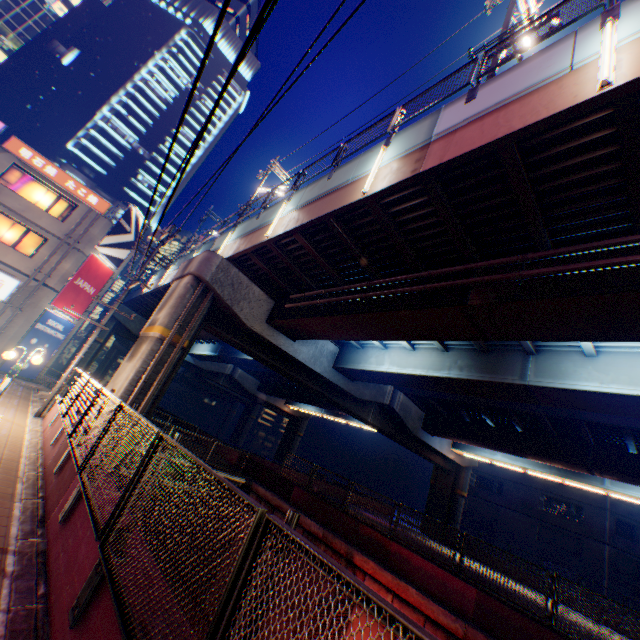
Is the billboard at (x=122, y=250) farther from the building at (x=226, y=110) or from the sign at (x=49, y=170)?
the building at (x=226, y=110)

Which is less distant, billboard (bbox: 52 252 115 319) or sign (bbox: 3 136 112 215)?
sign (bbox: 3 136 112 215)

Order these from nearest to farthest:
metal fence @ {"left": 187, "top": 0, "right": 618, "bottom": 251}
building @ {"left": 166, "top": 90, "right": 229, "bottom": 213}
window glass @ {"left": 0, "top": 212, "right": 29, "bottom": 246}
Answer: metal fence @ {"left": 187, "top": 0, "right": 618, "bottom": 251} < window glass @ {"left": 0, "top": 212, "right": 29, "bottom": 246} < building @ {"left": 166, "top": 90, "right": 229, "bottom": 213}

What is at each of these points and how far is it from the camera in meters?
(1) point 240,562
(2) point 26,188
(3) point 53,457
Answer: (1) metal fence, 1.9
(2) window glass, 20.4
(3) concrete block, 7.7

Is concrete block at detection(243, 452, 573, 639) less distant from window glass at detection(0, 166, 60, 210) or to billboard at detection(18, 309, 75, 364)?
billboard at detection(18, 309, 75, 364)

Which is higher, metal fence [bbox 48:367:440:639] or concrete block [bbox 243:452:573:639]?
metal fence [bbox 48:367:440:639]

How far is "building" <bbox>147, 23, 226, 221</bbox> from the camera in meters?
52.1 m

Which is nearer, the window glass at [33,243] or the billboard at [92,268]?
the window glass at [33,243]
